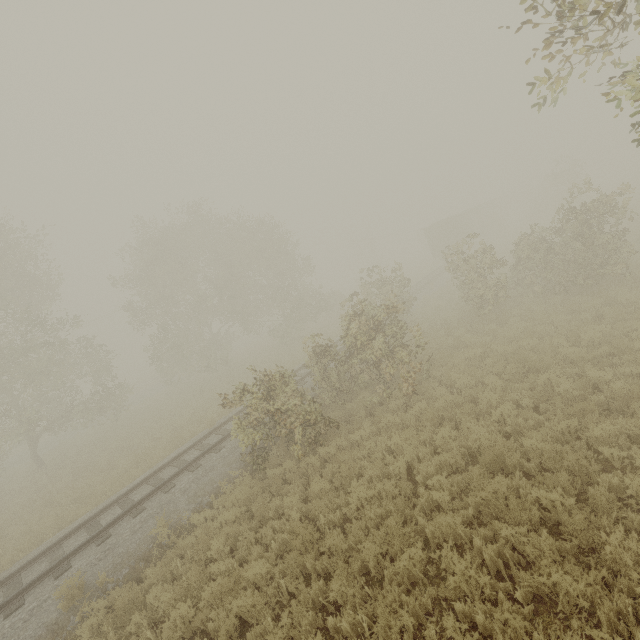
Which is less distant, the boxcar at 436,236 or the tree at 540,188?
the tree at 540,188

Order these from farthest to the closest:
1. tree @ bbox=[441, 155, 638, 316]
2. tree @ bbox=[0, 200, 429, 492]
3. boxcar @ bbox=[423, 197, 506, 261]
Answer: boxcar @ bbox=[423, 197, 506, 261], tree @ bbox=[441, 155, 638, 316], tree @ bbox=[0, 200, 429, 492]

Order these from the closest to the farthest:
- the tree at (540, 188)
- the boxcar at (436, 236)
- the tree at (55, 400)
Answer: the tree at (55, 400) → the tree at (540, 188) → the boxcar at (436, 236)

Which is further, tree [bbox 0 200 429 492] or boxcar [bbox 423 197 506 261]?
boxcar [bbox 423 197 506 261]

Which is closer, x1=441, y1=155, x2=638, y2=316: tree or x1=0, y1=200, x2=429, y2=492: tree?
x1=0, y1=200, x2=429, y2=492: tree

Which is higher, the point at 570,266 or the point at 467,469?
the point at 570,266

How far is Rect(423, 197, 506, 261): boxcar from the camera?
36.3m
